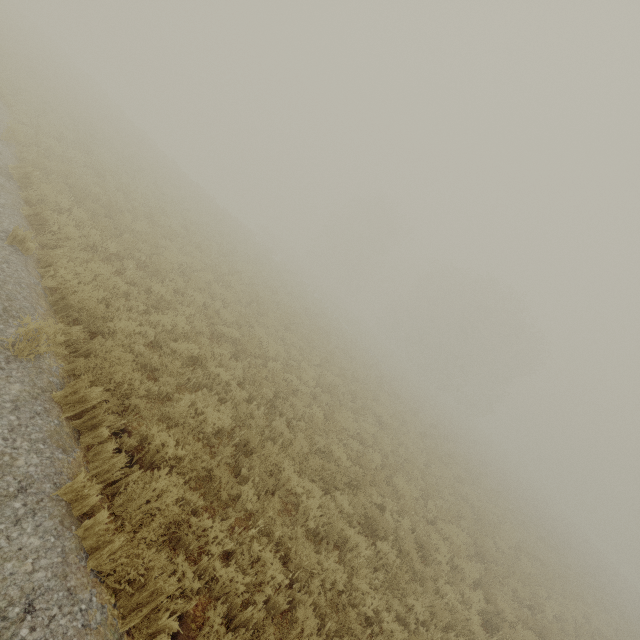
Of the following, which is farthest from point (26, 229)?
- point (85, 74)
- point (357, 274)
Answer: point (357, 274)
